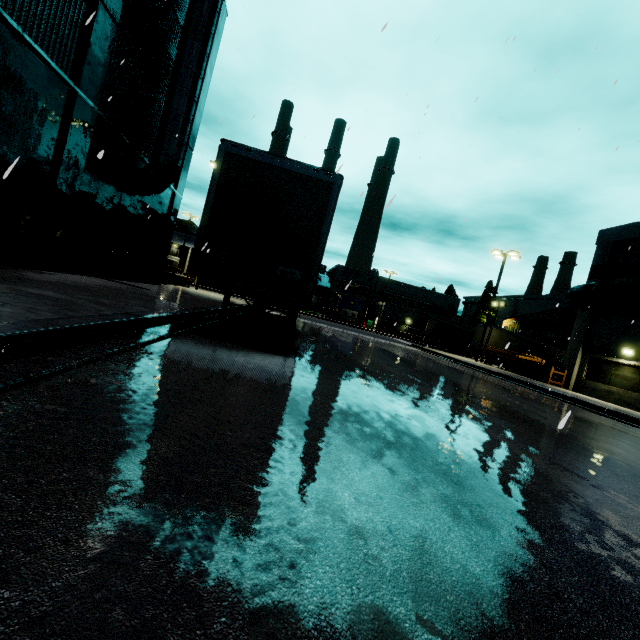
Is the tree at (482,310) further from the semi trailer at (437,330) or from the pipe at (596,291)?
the pipe at (596,291)

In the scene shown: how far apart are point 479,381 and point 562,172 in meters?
8.2

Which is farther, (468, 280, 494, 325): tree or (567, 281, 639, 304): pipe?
(468, 280, 494, 325): tree

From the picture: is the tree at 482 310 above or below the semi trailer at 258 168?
above

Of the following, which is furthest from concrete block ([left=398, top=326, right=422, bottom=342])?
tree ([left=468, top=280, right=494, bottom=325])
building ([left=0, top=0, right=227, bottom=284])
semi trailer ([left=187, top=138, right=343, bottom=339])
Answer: tree ([left=468, top=280, right=494, bottom=325])

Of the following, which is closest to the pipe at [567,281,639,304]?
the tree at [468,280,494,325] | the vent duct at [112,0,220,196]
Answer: the vent duct at [112,0,220,196]

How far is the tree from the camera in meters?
56.4

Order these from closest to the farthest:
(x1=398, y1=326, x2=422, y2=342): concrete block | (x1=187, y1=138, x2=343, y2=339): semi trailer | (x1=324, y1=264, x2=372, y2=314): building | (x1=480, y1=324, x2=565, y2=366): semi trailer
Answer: (x1=187, y1=138, x2=343, y2=339): semi trailer < (x1=480, y1=324, x2=565, y2=366): semi trailer < (x1=398, y1=326, x2=422, y2=342): concrete block < (x1=324, y1=264, x2=372, y2=314): building
